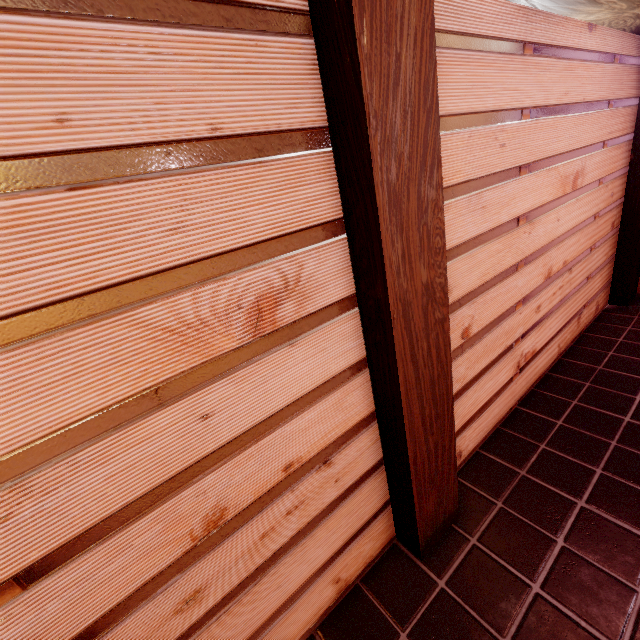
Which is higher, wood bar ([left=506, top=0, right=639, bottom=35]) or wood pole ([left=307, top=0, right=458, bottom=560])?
wood bar ([left=506, top=0, right=639, bottom=35])

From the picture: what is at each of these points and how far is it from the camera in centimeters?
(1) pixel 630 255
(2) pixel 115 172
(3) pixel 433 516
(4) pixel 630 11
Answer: (1) wood pole, 705cm
(2) building, 152cm
(3) wood pole, 346cm
(4) wood bar, 414cm

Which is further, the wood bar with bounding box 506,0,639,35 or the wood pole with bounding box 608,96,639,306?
the wood pole with bounding box 608,96,639,306

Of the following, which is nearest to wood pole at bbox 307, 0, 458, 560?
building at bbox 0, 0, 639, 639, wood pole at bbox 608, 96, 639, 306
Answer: building at bbox 0, 0, 639, 639

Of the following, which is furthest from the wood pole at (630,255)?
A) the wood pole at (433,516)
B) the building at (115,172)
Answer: the wood pole at (433,516)

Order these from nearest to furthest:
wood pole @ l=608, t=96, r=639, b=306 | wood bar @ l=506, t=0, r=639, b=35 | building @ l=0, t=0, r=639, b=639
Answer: building @ l=0, t=0, r=639, b=639 < wood bar @ l=506, t=0, r=639, b=35 < wood pole @ l=608, t=96, r=639, b=306
